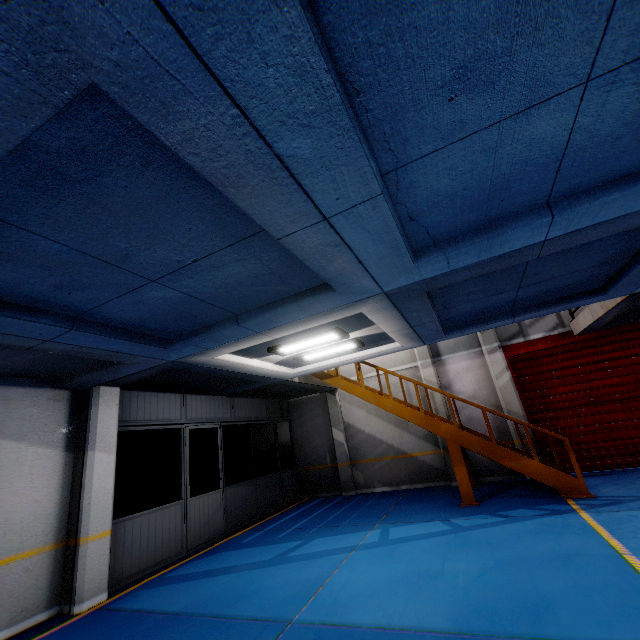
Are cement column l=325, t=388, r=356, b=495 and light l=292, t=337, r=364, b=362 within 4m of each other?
no

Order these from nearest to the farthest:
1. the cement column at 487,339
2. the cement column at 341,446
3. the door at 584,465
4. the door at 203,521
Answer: the door at 203,521 → the door at 584,465 → the cement column at 487,339 → the cement column at 341,446

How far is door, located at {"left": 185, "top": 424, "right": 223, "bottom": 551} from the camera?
7.9 meters

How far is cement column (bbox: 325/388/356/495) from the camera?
11.7 meters

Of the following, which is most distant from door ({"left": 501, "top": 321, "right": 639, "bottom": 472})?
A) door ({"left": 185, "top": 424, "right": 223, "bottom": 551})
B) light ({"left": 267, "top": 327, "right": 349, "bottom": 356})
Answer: door ({"left": 185, "top": 424, "right": 223, "bottom": 551})

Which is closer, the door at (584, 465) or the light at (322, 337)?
the light at (322, 337)

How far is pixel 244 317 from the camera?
4.6m

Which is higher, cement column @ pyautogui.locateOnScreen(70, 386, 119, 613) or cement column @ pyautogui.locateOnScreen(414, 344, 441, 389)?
cement column @ pyautogui.locateOnScreen(414, 344, 441, 389)
